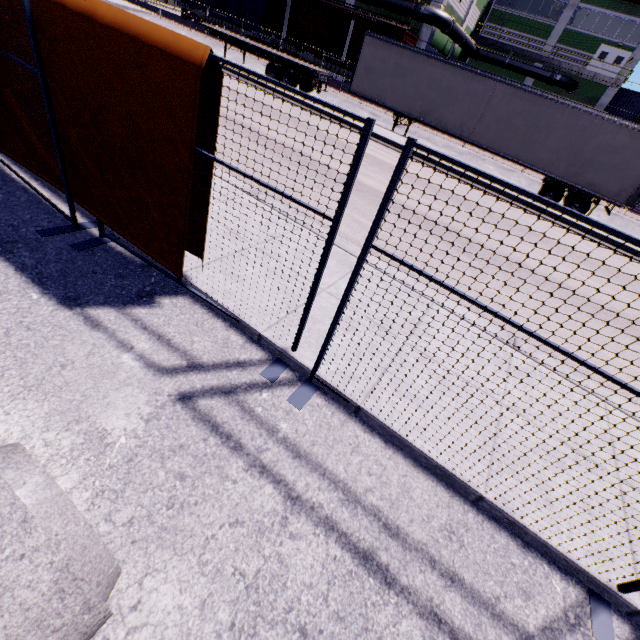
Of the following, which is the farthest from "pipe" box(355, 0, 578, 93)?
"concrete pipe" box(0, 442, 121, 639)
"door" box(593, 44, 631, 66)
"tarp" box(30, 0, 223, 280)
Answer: "concrete pipe" box(0, 442, 121, 639)

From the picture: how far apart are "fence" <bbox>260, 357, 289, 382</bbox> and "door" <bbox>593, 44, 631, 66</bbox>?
50.4m

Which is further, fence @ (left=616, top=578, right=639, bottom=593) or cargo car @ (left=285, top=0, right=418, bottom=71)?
cargo car @ (left=285, top=0, right=418, bottom=71)

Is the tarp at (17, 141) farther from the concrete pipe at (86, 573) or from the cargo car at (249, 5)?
the cargo car at (249, 5)

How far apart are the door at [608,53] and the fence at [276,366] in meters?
50.4

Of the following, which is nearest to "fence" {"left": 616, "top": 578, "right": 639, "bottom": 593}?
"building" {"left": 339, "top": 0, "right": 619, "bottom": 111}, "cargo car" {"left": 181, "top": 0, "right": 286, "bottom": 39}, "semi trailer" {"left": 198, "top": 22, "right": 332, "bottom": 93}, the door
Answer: "building" {"left": 339, "top": 0, "right": 619, "bottom": 111}

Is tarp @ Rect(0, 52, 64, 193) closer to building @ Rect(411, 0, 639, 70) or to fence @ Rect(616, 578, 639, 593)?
building @ Rect(411, 0, 639, 70)

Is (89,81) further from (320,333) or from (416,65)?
(416,65)
